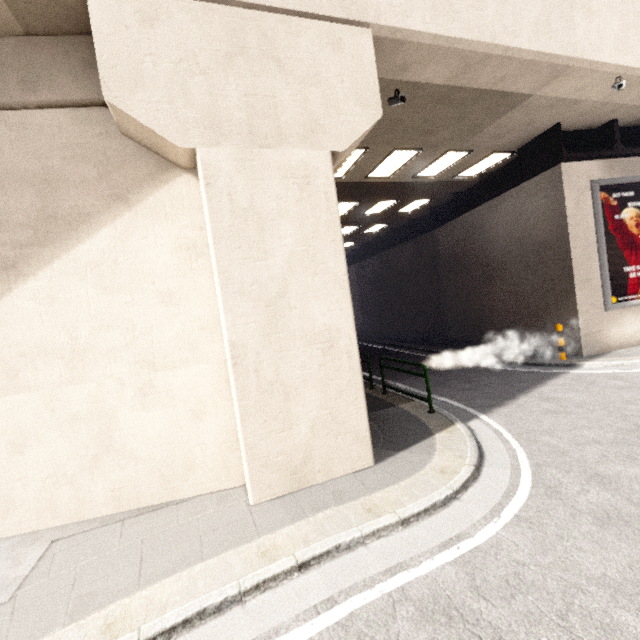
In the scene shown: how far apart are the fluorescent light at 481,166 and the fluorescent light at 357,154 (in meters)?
4.71

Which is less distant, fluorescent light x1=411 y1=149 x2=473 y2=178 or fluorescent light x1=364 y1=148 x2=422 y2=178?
fluorescent light x1=364 y1=148 x2=422 y2=178

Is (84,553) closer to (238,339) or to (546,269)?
(238,339)

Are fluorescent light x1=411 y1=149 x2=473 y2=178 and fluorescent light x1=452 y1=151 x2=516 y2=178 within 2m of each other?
yes

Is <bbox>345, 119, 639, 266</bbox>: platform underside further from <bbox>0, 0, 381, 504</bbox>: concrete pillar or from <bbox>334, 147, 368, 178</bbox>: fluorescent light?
<bbox>0, 0, 381, 504</bbox>: concrete pillar

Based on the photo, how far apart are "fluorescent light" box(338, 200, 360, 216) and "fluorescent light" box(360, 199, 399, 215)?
1.0m

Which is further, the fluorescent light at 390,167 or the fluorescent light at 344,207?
the fluorescent light at 344,207

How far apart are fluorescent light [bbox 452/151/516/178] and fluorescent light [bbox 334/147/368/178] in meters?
4.7
